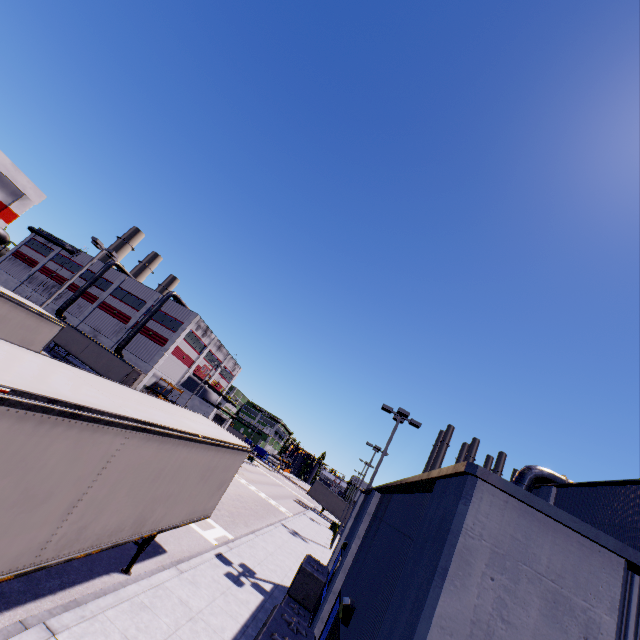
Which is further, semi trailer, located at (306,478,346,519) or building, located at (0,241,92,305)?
building, located at (0,241,92,305)

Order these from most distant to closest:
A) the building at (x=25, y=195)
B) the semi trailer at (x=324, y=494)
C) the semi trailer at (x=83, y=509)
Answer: the semi trailer at (x=324, y=494)
the building at (x=25, y=195)
the semi trailer at (x=83, y=509)

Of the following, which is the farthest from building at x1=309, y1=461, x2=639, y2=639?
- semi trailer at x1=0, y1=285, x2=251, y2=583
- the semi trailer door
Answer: the semi trailer door

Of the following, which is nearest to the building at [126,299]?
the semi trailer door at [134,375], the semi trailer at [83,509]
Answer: the semi trailer at [83,509]

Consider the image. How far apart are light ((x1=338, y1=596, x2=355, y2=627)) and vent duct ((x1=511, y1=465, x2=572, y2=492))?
14.4m

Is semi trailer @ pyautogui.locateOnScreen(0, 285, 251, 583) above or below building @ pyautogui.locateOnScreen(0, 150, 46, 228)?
below

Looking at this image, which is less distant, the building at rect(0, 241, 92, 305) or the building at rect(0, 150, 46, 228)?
the building at rect(0, 150, 46, 228)

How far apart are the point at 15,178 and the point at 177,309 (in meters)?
29.01
